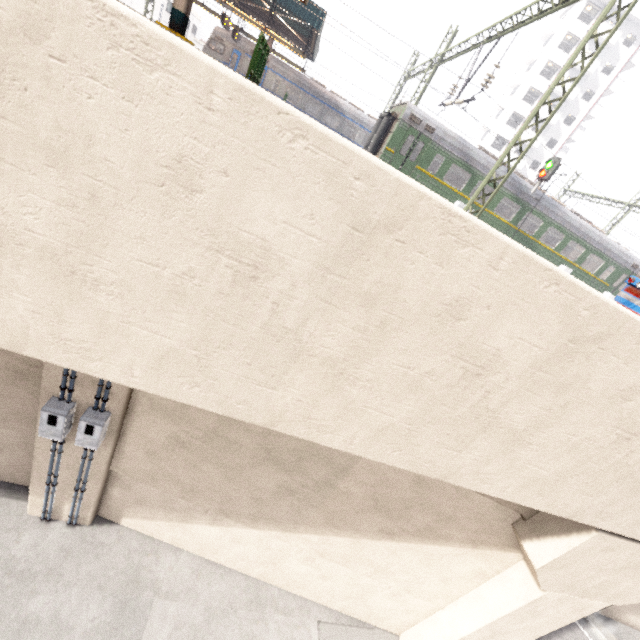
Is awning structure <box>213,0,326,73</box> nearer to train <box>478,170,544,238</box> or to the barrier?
train <box>478,170,544,238</box>

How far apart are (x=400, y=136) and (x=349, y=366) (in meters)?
16.70

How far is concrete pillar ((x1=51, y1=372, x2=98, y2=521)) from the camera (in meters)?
5.61

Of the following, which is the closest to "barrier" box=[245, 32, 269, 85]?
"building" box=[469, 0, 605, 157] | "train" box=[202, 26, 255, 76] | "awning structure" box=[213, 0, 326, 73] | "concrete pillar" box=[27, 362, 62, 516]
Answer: "concrete pillar" box=[27, 362, 62, 516]

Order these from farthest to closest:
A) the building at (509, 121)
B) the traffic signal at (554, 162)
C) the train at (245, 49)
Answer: the building at (509, 121)
the train at (245, 49)
the traffic signal at (554, 162)

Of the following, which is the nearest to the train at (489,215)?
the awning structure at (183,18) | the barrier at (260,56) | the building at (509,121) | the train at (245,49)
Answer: the awning structure at (183,18)

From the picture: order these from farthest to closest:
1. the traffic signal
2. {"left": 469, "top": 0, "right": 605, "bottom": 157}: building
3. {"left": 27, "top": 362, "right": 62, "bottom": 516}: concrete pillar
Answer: {"left": 469, "top": 0, "right": 605, "bottom": 157}: building, the traffic signal, {"left": 27, "top": 362, "right": 62, "bottom": 516}: concrete pillar

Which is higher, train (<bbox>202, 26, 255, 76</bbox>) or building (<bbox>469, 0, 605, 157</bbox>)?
building (<bbox>469, 0, 605, 157</bbox>)
